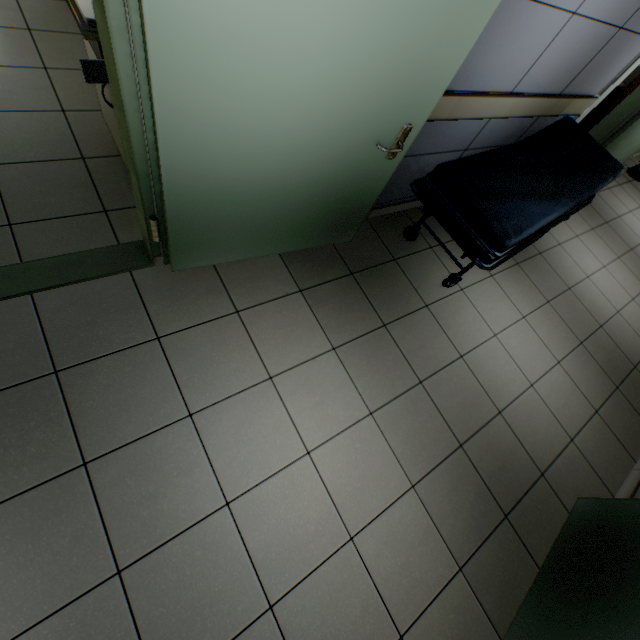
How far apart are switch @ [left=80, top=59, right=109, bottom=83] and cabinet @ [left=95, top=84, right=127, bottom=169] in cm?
56

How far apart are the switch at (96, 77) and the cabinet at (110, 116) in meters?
0.6 m

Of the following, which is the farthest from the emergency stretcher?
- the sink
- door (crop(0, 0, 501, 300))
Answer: the sink

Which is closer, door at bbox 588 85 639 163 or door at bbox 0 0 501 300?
door at bbox 0 0 501 300

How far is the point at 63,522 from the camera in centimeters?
142cm

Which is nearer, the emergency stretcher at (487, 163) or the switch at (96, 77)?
the switch at (96, 77)

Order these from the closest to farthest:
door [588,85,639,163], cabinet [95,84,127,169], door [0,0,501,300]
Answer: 1. door [0,0,501,300]
2. cabinet [95,84,127,169]
3. door [588,85,639,163]

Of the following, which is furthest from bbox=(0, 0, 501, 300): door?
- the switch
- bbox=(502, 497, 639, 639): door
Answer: bbox=(502, 497, 639, 639): door
